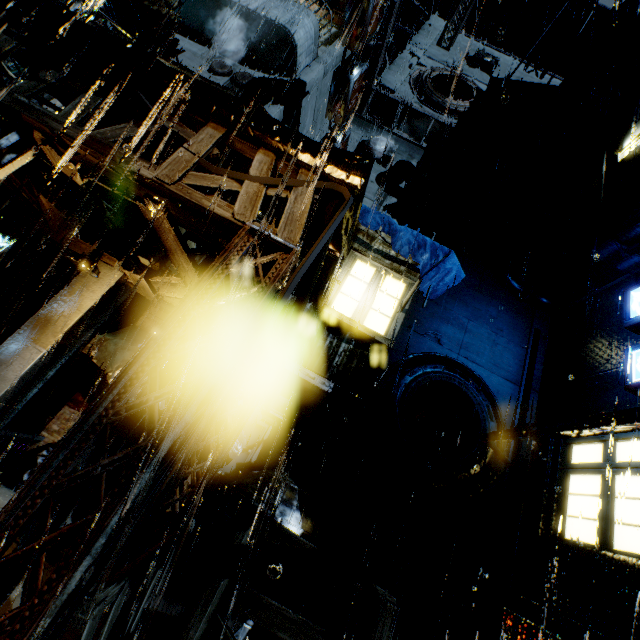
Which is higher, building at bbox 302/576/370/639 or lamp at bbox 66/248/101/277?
lamp at bbox 66/248/101/277

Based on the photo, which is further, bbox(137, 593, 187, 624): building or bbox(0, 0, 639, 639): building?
bbox(137, 593, 187, 624): building

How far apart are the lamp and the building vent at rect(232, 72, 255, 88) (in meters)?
9.63

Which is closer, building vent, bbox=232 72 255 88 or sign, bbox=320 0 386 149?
sign, bbox=320 0 386 149

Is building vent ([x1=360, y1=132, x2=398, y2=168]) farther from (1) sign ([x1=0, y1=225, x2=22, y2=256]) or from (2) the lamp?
(1) sign ([x1=0, y1=225, x2=22, y2=256])

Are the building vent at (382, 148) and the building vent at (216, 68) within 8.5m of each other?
yes

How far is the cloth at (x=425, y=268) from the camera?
10.6m

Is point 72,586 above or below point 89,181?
below
